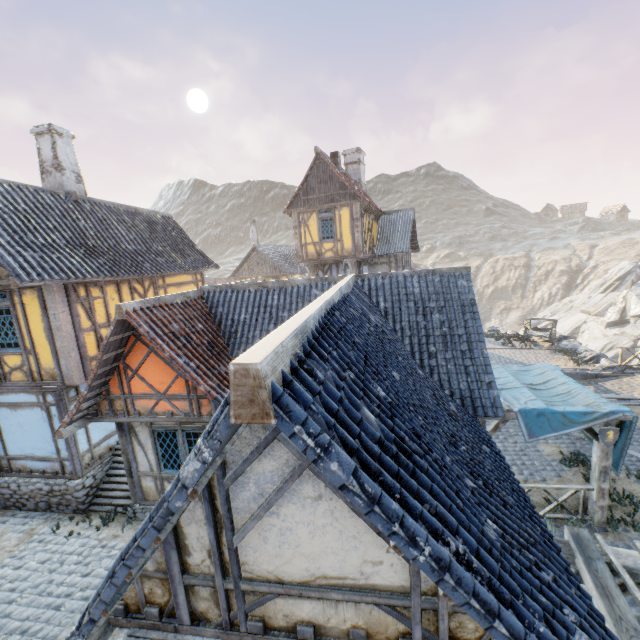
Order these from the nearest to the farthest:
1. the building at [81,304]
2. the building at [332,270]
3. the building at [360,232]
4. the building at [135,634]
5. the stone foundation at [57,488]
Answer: the building at [135,634] → the building at [81,304] → the stone foundation at [57,488] → the building at [360,232] → the building at [332,270]

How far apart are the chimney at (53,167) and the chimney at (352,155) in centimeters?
1687cm

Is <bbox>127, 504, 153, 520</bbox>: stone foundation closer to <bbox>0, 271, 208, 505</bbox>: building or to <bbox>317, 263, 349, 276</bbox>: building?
<bbox>0, 271, 208, 505</bbox>: building

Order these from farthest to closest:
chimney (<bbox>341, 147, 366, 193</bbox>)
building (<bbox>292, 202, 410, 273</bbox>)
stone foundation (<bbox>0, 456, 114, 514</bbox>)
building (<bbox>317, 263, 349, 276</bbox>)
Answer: chimney (<bbox>341, 147, 366, 193</bbox>) < building (<bbox>317, 263, 349, 276</bbox>) < building (<bbox>292, 202, 410, 273</bbox>) < stone foundation (<bbox>0, 456, 114, 514</bbox>)

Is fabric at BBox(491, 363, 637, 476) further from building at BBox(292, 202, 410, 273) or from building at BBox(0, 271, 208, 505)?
building at BBox(0, 271, 208, 505)

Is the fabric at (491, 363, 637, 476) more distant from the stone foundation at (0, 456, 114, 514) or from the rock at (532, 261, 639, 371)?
the stone foundation at (0, 456, 114, 514)

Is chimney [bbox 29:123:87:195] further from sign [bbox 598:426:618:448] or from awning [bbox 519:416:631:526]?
sign [bbox 598:426:618:448]

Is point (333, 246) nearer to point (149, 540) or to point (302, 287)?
point (302, 287)
